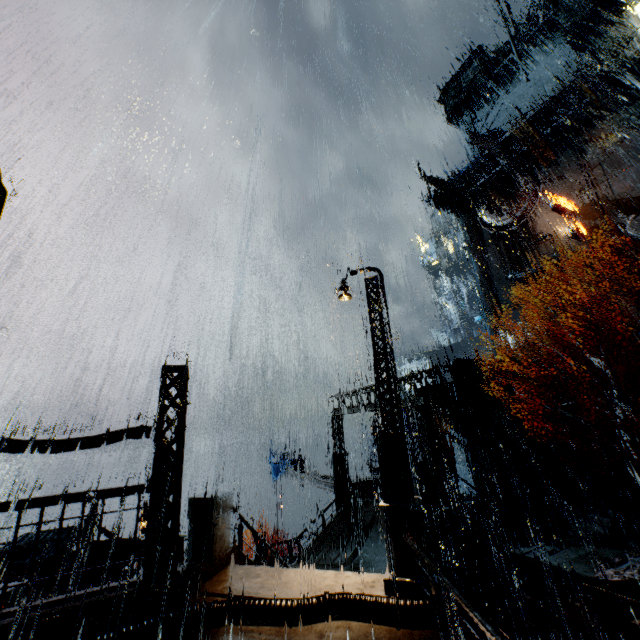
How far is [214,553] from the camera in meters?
8.0

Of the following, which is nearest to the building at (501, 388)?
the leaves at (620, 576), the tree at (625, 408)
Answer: the tree at (625, 408)

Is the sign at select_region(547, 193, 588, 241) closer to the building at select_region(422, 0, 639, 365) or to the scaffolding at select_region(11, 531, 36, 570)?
the building at select_region(422, 0, 639, 365)

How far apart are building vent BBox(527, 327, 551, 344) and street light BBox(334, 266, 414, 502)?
35.57m

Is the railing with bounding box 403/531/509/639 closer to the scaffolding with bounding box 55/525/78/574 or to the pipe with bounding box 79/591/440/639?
A: the pipe with bounding box 79/591/440/639

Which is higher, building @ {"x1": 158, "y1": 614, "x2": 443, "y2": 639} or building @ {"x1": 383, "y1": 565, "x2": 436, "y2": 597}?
building @ {"x1": 383, "y1": 565, "x2": 436, "y2": 597}

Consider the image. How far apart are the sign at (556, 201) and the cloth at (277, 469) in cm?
3612

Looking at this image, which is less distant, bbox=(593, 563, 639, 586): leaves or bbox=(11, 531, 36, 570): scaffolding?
bbox=(11, 531, 36, 570): scaffolding
